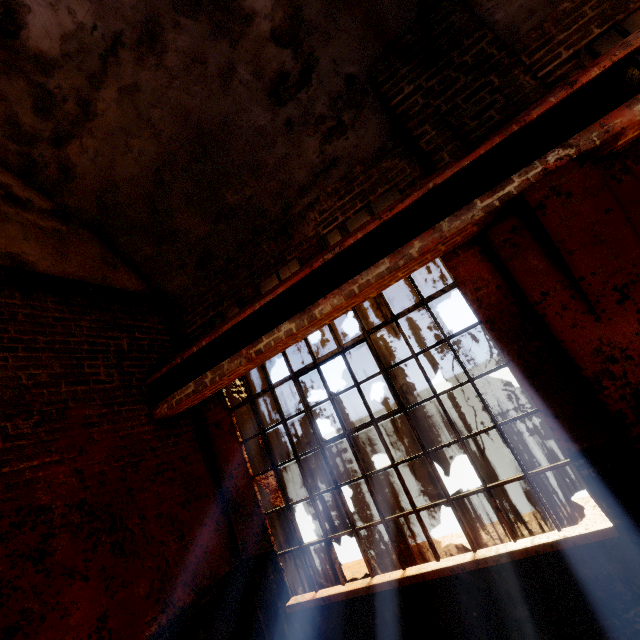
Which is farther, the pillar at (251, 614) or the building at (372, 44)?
the pillar at (251, 614)

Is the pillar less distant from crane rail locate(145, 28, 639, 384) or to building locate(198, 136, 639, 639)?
building locate(198, 136, 639, 639)

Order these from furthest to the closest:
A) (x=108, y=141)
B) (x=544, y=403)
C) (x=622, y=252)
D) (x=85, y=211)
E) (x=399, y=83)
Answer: (x=85, y=211) < (x=108, y=141) < (x=399, y=83) < (x=544, y=403) < (x=622, y=252)

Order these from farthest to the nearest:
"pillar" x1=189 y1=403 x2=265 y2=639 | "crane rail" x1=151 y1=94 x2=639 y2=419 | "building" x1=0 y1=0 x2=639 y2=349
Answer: "pillar" x1=189 y1=403 x2=265 y2=639, "building" x1=0 y1=0 x2=639 y2=349, "crane rail" x1=151 y1=94 x2=639 y2=419

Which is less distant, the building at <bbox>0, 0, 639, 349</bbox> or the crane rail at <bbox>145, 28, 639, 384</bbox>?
the crane rail at <bbox>145, 28, 639, 384</bbox>

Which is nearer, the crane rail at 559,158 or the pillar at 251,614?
the crane rail at 559,158
